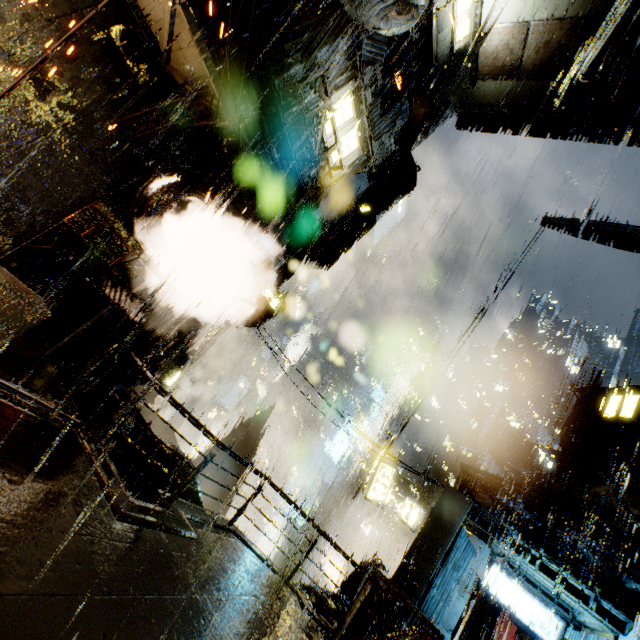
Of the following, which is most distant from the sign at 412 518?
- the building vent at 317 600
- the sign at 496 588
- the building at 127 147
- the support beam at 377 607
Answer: the support beam at 377 607

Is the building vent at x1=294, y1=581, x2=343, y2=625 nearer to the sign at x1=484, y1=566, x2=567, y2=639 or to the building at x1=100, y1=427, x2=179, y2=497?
the building at x1=100, y1=427, x2=179, y2=497

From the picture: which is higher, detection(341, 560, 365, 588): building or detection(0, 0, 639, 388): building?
detection(0, 0, 639, 388): building

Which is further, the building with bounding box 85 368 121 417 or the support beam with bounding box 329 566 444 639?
the building with bounding box 85 368 121 417

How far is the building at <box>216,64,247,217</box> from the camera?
7.3m

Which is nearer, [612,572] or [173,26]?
[173,26]

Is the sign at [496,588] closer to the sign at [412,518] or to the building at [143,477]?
the building at [143,477]

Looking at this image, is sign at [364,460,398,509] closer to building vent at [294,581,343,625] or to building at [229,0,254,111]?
building at [229,0,254,111]
